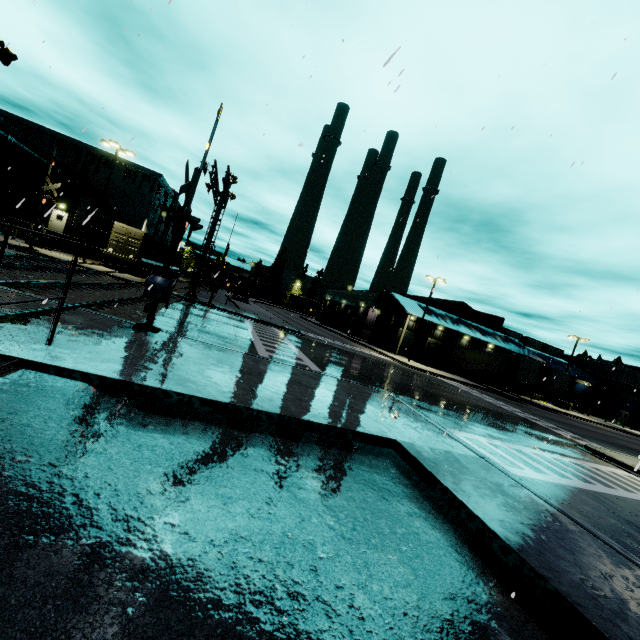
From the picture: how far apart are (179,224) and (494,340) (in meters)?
45.98

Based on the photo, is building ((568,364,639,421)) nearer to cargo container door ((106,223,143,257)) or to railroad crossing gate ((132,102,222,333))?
cargo container door ((106,223,143,257))

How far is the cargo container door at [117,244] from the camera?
28.66m

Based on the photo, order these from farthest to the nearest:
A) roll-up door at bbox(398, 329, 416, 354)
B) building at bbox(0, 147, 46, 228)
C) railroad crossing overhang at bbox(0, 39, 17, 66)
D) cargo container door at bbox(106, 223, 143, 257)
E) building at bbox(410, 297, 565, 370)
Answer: roll-up door at bbox(398, 329, 416, 354) < building at bbox(410, 297, 565, 370) < building at bbox(0, 147, 46, 228) < cargo container door at bbox(106, 223, 143, 257) < railroad crossing overhang at bbox(0, 39, 17, 66)

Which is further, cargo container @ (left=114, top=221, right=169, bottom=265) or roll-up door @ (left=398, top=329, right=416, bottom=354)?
roll-up door @ (left=398, top=329, right=416, bottom=354)

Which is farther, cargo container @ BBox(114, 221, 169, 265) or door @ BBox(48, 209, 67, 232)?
door @ BBox(48, 209, 67, 232)

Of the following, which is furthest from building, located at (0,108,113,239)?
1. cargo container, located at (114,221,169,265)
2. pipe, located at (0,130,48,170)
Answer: cargo container, located at (114,221,169,265)

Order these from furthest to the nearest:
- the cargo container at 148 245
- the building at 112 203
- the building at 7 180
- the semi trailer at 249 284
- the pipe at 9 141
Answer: the semi trailer at 249 284 → the building at 112 203 → the building at 7 180 → the pipe at 9 141 → the cargo container at 148 245
